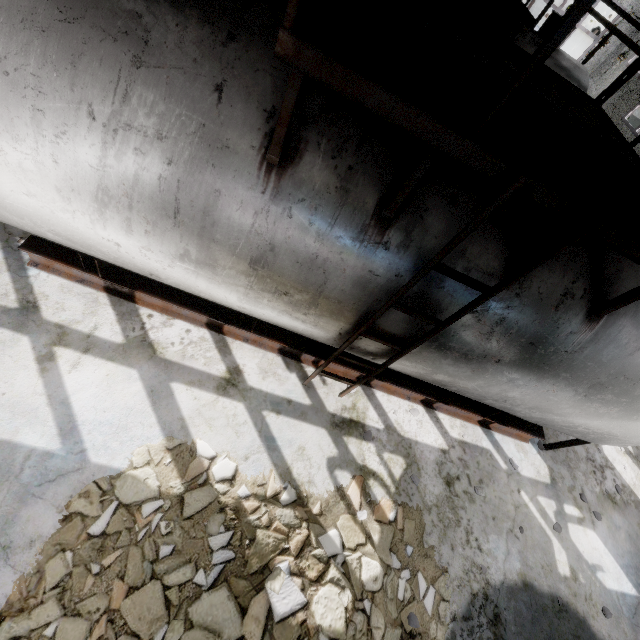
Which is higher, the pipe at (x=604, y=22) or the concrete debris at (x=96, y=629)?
the pipe at (x=604, y=22)

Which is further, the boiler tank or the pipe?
the pipe

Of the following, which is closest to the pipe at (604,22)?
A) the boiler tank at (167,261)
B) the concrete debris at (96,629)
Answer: the boiler tank at (167,261)

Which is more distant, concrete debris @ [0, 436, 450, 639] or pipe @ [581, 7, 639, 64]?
pipe @ [581, 7, 639, 64]

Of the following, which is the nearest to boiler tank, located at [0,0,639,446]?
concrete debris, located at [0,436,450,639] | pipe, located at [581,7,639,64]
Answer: concrete debris, located at [0,436,450,639]

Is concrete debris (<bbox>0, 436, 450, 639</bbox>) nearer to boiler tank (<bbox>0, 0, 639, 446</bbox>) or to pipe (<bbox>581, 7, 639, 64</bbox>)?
boiler tank (<bbox>0, 0, 639, 446</bbox>)

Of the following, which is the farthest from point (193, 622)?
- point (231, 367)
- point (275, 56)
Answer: point (275, 56)
